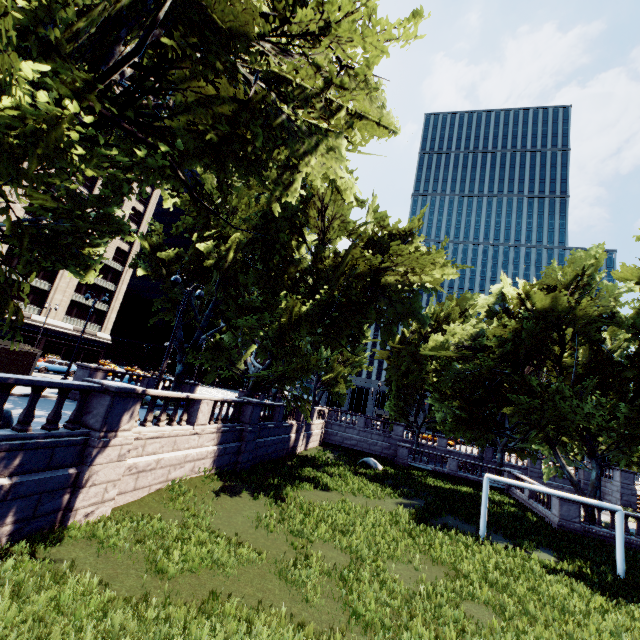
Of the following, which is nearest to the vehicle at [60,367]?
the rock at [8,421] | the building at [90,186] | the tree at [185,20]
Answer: the tree at [185,20]

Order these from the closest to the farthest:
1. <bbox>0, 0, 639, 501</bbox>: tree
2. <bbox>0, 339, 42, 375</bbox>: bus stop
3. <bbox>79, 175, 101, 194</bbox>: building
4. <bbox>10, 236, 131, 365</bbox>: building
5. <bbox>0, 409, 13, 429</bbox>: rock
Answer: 1. <bbox>0, 0, 639, 501</bbox>: tree
2. <bbox>0, 409, 13, 429</bbox>: rock
3. <bbox>0, 339, 42, 375</bbox>: bus stop
4. <bbox>10, 236, 131, 365</bbox>: building
5. <bbox>79, 175, 101, 194</bbox>: building

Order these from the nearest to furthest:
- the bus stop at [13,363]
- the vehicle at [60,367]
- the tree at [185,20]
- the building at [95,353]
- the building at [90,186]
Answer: the tree at [185,20], the bus stop at [13,363], the vehicle at [60,367], the building at [95,353], the building at [90,186]

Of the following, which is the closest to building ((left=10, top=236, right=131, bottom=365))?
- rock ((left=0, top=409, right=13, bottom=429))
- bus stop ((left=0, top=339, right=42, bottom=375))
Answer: bus stop ((left=0, top=339, right=42, bottom=375))

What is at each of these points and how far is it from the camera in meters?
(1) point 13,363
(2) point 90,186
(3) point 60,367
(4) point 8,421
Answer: (1) bus stop, 20.2 m
(2) building, 51.9 m
(3) vehicle, 32.8 m
(4) rock, 8.9 m

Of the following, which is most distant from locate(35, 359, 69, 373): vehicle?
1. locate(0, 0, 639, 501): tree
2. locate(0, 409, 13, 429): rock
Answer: locate(0, 409, 13, 429): rock

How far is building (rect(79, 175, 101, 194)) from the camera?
50.9 meters
